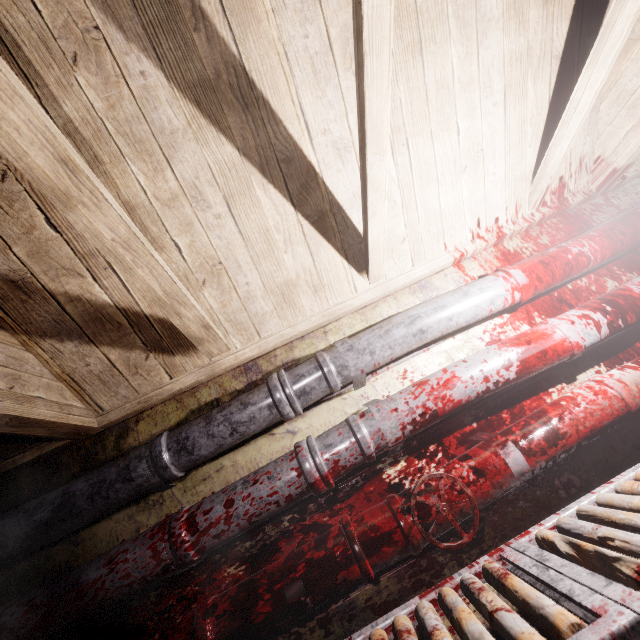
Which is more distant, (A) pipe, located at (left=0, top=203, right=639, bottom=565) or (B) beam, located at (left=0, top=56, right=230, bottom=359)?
(A) pipe, located at (left=0, top=203, right=639, bottom=565)

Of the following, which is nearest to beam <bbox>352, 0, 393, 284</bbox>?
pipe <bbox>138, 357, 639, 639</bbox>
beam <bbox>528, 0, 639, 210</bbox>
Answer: beam <bbox>528, 0, 639, 210</bbox>

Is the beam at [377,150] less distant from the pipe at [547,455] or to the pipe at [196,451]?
the pipe at [196,451]

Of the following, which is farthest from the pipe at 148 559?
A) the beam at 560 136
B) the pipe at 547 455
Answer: the beam at 560 136

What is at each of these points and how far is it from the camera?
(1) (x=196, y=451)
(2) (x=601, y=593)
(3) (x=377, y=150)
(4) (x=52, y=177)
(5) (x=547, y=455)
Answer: (1) pipe, 1.37m
(2) table, 0.72m
(3) beam, 1.15m
(4) beam, 0.81m
(5) pipe, 1.24m

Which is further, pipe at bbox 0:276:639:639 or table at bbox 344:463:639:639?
pipe at bbox 0:276:639:639

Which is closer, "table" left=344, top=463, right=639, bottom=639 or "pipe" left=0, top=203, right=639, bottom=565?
"table" left=344, top=463, right=639, bottom=639

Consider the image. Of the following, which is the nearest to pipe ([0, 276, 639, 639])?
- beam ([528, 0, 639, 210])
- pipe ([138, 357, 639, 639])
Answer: pipe ([138, 357, 639, 639])
